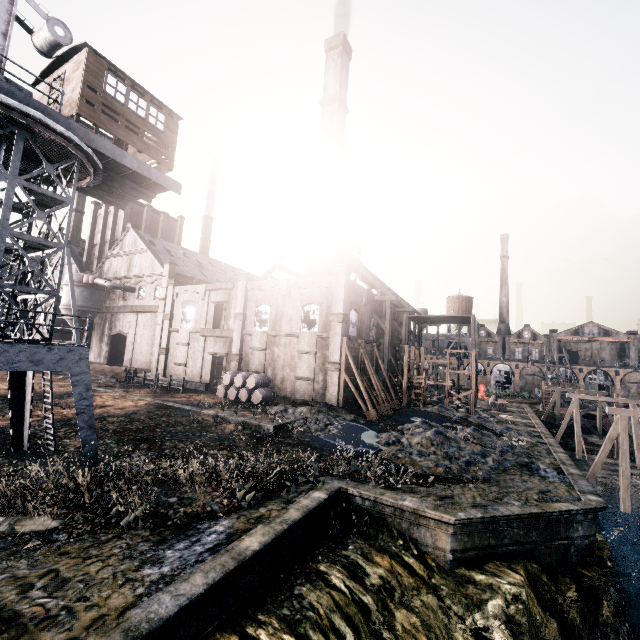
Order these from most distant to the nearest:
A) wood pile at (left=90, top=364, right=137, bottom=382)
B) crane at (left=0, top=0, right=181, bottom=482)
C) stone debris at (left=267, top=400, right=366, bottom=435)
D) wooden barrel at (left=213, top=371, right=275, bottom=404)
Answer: wood pile at (left=90, top=364, right=137, bottom=382) < wooden barrel at (left=213, top=371, right=275, bottom=404) < stone debris at (left=267, top=400, right=366, bottom=435) < crane at (left=0, top=0, right=181, bottom=482)

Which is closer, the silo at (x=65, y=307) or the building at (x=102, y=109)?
the building at (x=102, y=109)

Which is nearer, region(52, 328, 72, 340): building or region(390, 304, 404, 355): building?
region(390, 304, 404, 355): building

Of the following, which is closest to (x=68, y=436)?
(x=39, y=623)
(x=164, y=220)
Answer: (x=39, y=623)

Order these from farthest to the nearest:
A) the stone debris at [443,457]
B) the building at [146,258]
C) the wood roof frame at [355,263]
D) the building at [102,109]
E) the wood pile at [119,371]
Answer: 1. the wood pile at [119,371]
2. the wood roof frame at [355,263]
3. the building at [146,258]
4. the stone debris at [443,457]
5. the building at [102,109]

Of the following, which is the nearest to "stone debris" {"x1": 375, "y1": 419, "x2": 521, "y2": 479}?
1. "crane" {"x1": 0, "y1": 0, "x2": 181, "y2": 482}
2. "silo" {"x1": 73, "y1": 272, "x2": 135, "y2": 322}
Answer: "crane" {"x1": 0, "y1": 0, "x2": 181, "y2": 482}

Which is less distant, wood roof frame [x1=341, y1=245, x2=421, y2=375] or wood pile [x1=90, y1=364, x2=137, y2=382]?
wood roof frame [x1=341, y1=245, x2=421, y2=375]

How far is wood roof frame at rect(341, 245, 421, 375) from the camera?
36.2 meters
